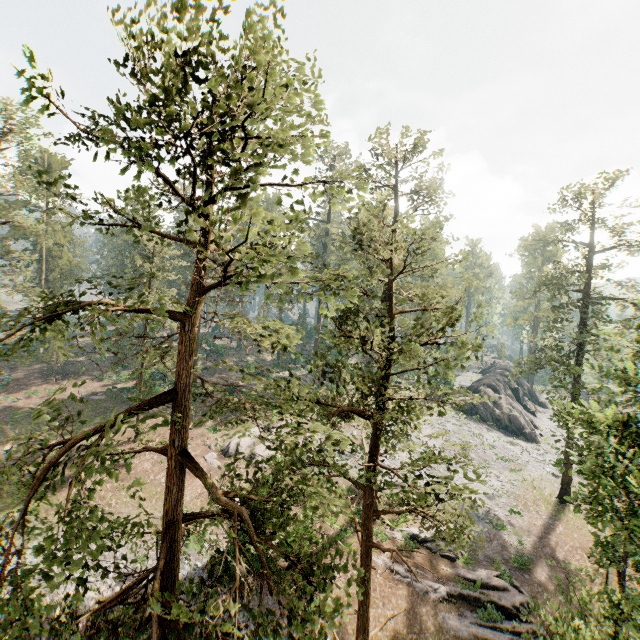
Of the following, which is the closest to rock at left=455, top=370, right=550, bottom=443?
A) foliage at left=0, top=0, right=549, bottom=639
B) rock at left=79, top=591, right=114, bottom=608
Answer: foliage at left=0, top=0, right=549, bottom=639

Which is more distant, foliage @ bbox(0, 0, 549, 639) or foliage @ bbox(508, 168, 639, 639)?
foliage @ bbox(508, 168, 639, 639)

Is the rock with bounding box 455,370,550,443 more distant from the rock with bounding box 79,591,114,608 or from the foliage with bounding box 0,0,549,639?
the rock with bounding box 79,591,114,608

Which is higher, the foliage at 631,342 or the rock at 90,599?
the foliage at 631,342

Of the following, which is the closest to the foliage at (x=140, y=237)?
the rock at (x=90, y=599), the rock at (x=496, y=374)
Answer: the rock at (x=496, y=374)

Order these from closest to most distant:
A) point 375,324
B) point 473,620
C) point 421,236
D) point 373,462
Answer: point 421,236, point 373,462, point 473,620, point 375,324

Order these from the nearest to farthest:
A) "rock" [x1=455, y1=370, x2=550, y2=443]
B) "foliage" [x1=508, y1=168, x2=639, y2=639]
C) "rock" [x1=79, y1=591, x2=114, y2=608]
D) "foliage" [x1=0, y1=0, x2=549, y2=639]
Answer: "foliage" [x1=0, y1=0, x2=549, y2=639] < "foliage" [x1=508, y1=168, x2=639, y2=639] < "rock" [x1=79, y1=591, x2=114, y2=608] < "rock" [x1=455, y1=370, x2=550, y2=443]

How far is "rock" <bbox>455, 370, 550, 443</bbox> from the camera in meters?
42.7
